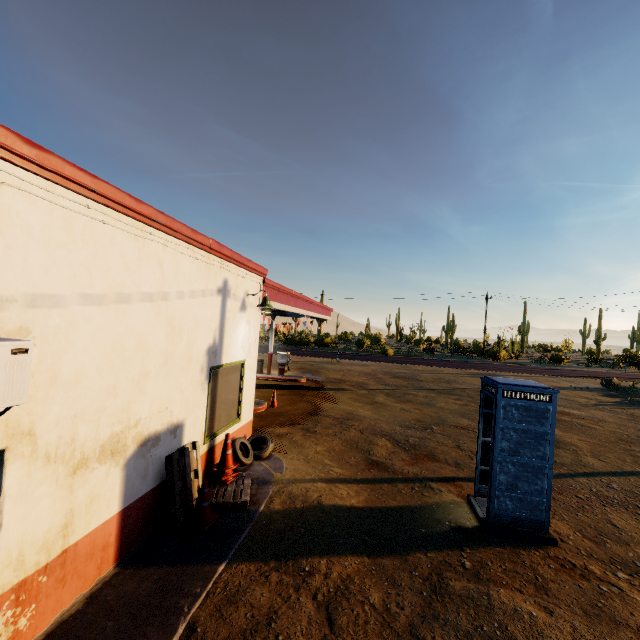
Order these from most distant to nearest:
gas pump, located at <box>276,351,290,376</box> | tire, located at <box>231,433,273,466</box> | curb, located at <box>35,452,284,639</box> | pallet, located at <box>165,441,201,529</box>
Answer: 1. gas pump, located at <box>276,351,290,376</box>
2. tire, located at <box>231,433,273,466</box>
3. pallet, located at <box>165,441,201,529</box>
4. curb, located at <box>35,452,284,639</box>

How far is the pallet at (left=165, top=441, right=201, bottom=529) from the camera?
5.29m

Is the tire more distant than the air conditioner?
Yes

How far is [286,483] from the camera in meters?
7.1

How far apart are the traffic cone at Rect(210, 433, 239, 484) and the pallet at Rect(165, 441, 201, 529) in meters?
0.0

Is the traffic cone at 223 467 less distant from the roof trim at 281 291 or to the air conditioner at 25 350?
the roof trim at 281 291

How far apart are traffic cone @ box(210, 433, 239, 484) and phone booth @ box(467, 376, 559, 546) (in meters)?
4.88

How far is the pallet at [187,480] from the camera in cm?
529
